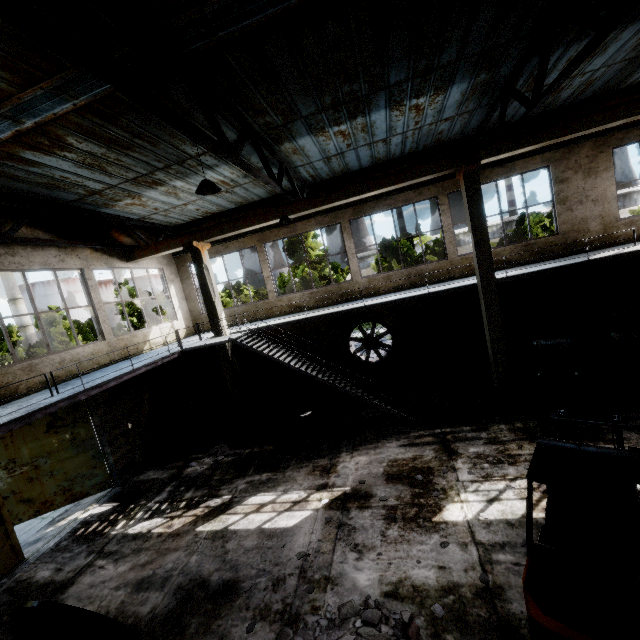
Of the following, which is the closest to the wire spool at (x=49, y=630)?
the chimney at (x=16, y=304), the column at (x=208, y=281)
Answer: the column at (x=208, y=281)

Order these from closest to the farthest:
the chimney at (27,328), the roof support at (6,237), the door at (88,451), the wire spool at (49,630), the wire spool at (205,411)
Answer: the wire spool at (49,630) → the door at (88,451) → the roof support at (6,237) → the wire spool at (205,411) → the chimney at (27,328)

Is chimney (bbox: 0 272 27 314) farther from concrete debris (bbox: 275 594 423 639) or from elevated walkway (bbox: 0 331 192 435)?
concrete debris (bbox: 275 594 423 639)

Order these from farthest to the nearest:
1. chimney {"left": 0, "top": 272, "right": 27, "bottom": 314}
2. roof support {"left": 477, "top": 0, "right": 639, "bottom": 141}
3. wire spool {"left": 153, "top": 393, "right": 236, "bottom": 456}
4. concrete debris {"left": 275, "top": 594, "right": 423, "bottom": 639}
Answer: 1. chimney {"left": 0, "top": 272, "right": 27, "bottom": 314}
2. wire spool {"left": 153, "top": 393, "right": 236, "bottom": 456}
3. roof support {"left": 477, "top": 0, "right": 639, "bottom": 141}
4. concrete debris {"left": 275, "top": 594, "right": 423, "bottom": 639}

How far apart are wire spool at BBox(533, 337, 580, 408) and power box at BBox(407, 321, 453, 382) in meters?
3.3 m

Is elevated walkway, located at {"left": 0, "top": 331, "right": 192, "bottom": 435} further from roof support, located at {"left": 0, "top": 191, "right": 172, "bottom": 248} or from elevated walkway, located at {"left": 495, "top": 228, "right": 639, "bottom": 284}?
roof support, located at {"left": 0, "top": 191, "right": 172, "bottom": 248}

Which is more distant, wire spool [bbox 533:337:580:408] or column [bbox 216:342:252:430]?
column [bbox 216:342:252:430]

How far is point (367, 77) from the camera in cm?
741
